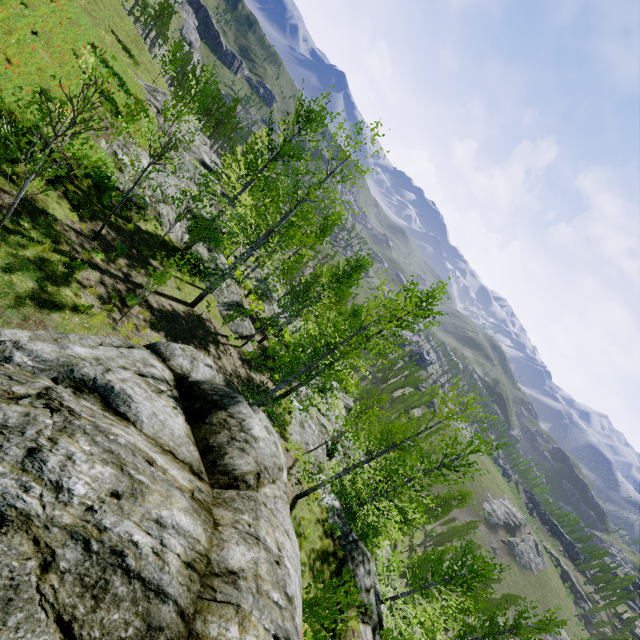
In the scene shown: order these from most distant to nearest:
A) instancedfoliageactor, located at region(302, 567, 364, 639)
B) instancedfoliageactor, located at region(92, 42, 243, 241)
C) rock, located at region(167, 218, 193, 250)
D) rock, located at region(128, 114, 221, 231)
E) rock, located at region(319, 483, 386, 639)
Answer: rock, located at region(167, 218, 193, 250) → rock, located at region(128, 114, 221, 231) → rock, located at region(319, 483, 386, 639) → instancedfoliageactor, located at region(92, 42, 243, 241) → instancedfoliageactor, located at region(302, 567, 364, 639)

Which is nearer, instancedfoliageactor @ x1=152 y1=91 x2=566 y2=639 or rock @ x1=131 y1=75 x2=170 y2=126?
instancedfoliageactor @ x1=152 y1=91 x2=566 y2=639

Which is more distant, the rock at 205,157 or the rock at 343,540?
the rock at 205,157

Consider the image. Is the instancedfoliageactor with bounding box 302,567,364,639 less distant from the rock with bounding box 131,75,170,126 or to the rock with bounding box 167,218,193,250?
the rock with bounding box 131,75,170,126

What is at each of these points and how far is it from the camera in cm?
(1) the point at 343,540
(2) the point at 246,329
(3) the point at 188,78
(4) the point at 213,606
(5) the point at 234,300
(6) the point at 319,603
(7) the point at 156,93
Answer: (1) rock, 1387
(2) rock, 1945
(3) instancedfoliageactor, 5394
(4) rock, 298
(5) rock, 2070
(6) instancedfoliageactor, 745
(7) rock, 3459

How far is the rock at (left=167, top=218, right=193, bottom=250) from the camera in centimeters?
1808cm

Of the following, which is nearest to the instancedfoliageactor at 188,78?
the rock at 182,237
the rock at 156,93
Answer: the rock at 156,93
